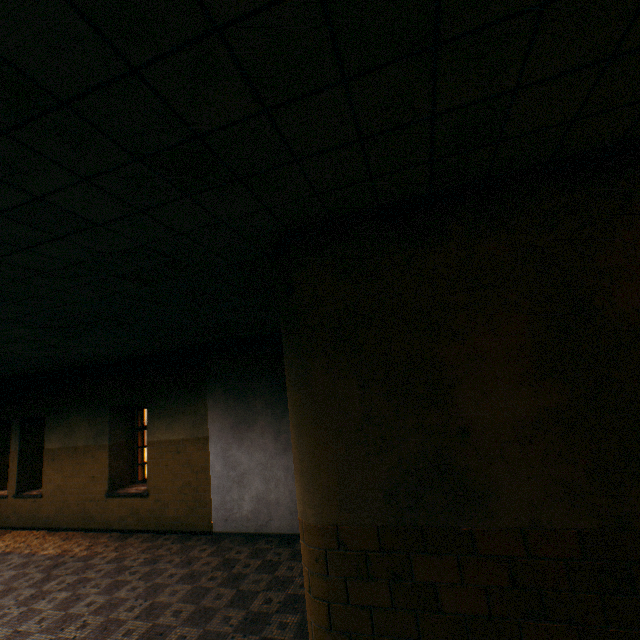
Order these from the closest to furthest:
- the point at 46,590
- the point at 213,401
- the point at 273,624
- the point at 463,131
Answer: the point at 463,131
the point at 273,624
the point at 46,590
the point at 213,401
